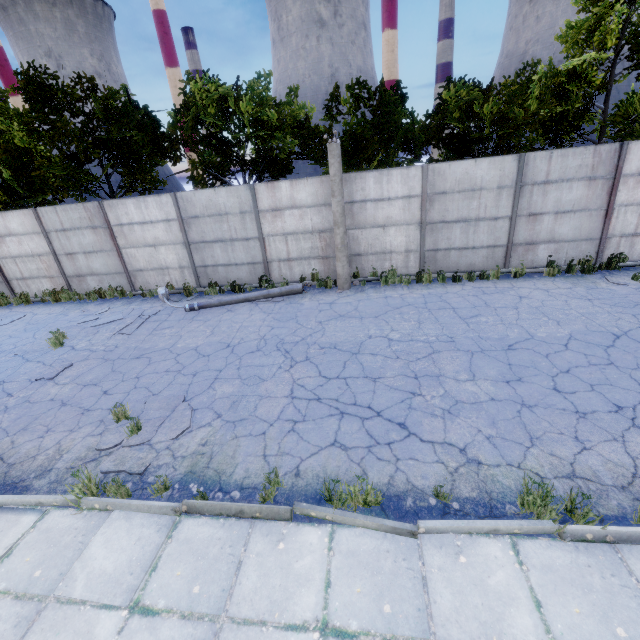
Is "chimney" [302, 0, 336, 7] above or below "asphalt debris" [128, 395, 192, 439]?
above

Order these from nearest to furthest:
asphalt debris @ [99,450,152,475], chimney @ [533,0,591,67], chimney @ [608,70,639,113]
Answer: asphalt debris @ [99,450,152,475] → chimney @ [533,0,591,67] → chimney @ [608,70,639,113]

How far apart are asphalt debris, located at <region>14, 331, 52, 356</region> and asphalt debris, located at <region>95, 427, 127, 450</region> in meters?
4.0 m

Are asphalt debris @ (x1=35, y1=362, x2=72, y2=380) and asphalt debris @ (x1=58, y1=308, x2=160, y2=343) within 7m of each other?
yes

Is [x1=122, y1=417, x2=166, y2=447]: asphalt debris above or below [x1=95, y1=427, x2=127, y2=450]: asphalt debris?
below

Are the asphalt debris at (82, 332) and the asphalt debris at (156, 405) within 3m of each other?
no

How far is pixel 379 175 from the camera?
10.6 meters

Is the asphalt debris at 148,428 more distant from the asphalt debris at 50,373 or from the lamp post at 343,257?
the lamp post at 343,257
